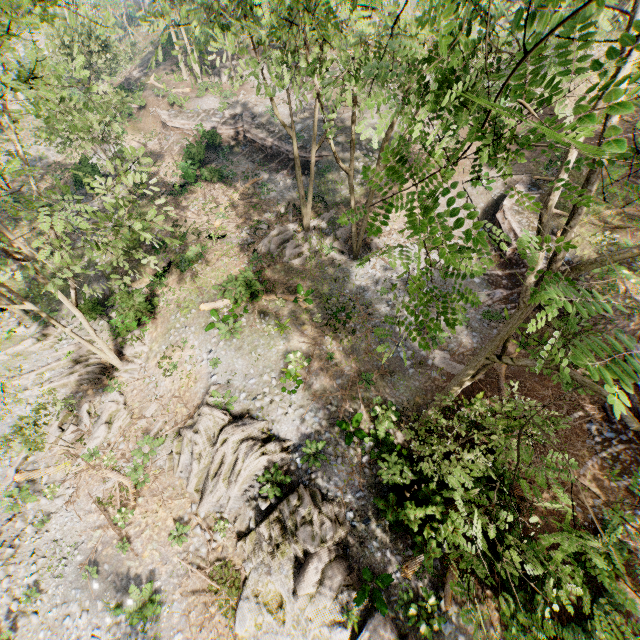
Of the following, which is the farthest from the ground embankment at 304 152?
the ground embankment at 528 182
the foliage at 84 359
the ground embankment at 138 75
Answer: the ground embankment at 138 75

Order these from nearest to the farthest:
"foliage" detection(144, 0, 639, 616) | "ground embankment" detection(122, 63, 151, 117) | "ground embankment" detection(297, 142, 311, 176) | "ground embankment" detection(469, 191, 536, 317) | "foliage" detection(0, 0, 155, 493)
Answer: "foliage" detection(144, 0, 639, 616) → "foliage" detection(0, 0, 155, 493) → "ground embankment" detection(469, 191, 536, 317) → "ground embankment" detection(297, 142, 311, 176) → "ground embankment" detection(122, 63, 151, 117)

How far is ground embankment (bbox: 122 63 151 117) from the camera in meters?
34.2 m

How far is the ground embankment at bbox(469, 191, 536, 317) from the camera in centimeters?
1930cm

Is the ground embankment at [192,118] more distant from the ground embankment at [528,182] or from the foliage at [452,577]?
the ground embankment at [528,182]

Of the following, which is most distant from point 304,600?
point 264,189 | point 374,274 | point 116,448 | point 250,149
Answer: point 250,149

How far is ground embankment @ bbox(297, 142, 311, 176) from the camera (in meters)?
27.45

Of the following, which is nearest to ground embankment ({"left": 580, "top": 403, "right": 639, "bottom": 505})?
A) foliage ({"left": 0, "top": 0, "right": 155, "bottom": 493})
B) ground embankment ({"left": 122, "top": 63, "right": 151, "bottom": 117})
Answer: foliage ({"left": 0, "top": 0, "right": 155, "bottom": 493})
